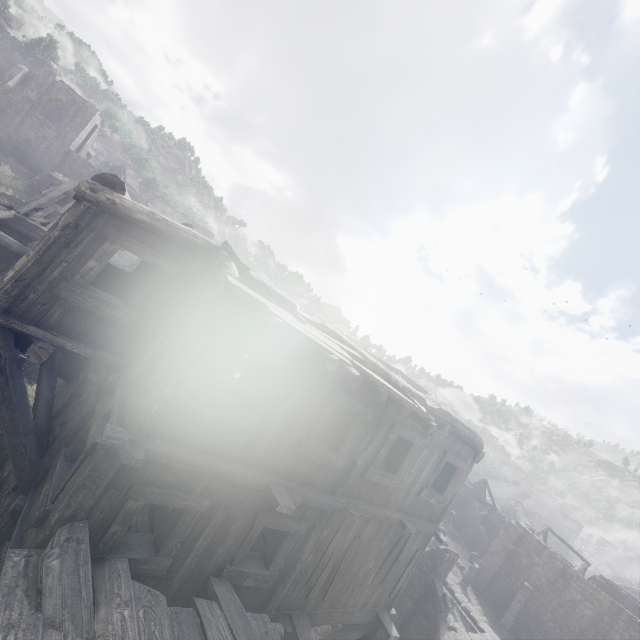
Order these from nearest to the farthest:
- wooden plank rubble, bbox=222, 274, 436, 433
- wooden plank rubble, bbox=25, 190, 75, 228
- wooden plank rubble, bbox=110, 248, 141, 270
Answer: wooden plank rubble, bbox=222, 274, 436, 433 < wooden plank rubble, bbox=25, 190, 75, 228 < wooden plank rubble, bbox=110, 248, 141, 270

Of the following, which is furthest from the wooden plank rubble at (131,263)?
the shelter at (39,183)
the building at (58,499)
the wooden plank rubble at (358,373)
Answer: the shelter at (39,183)

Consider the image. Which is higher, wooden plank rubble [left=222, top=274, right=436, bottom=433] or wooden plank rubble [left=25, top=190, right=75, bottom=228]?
wooden plank rubble [left=222, top=274, right=436, bottom=433]

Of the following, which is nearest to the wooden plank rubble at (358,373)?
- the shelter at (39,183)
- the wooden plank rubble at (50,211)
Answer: the wooden plank rubble at (50,211)

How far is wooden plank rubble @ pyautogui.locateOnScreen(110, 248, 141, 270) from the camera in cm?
1916

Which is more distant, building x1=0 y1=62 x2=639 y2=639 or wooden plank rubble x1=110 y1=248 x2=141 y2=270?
wooden plank rubble x1=110 y1=248 x2=141 y2=270

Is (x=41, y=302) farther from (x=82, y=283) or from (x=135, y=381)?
(x=135, y=381)

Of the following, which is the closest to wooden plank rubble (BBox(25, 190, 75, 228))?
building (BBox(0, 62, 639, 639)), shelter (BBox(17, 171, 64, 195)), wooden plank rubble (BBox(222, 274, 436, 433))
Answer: building (BBox(0, 62, 639, 639))
